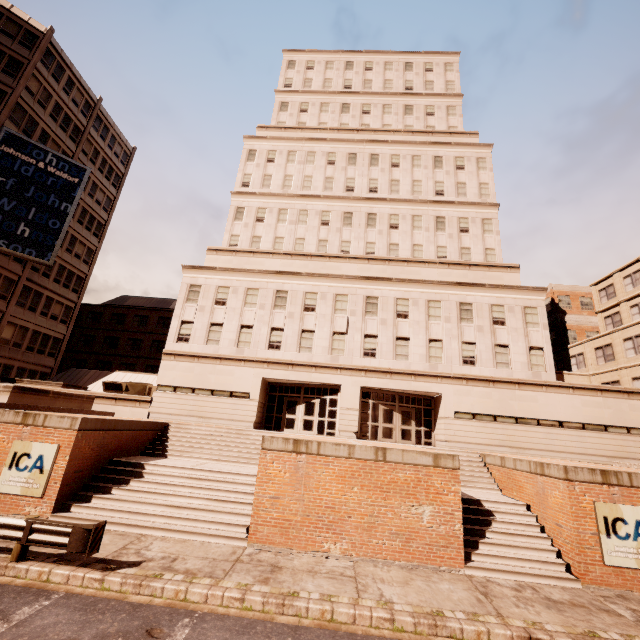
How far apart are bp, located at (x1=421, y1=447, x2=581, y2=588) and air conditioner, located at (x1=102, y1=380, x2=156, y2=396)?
21.8m

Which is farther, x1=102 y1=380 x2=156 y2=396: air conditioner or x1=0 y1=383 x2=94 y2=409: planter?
x1=102 y1=380 x2=156 y2=396: air conditioner

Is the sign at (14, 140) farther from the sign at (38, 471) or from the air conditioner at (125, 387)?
the sign at (38, 471)

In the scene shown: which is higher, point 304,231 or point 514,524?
point 304,231

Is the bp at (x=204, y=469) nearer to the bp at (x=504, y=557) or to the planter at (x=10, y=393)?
the planter at (x=10, y=393)

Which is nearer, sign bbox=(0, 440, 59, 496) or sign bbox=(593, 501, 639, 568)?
sign bbox=(593, 501, 639, 568)

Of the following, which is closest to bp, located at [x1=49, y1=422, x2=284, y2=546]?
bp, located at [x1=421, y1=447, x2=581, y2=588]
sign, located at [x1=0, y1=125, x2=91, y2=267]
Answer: bp, located at [x1=421, y1=447, x2=581, y2=588]

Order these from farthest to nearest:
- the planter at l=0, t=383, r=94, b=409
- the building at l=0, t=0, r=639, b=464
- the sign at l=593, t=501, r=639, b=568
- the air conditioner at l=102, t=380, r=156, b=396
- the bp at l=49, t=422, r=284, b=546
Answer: the air conditioner at l=102, t=380, r=156, b=396, the building at l=0, t=0, r=639, b=464, the planter at l=0, t=383, r=94, b=409, the bp at l=49, t=422, r=284, b=546, the sign at l=593, t=501, r=639, b=568
